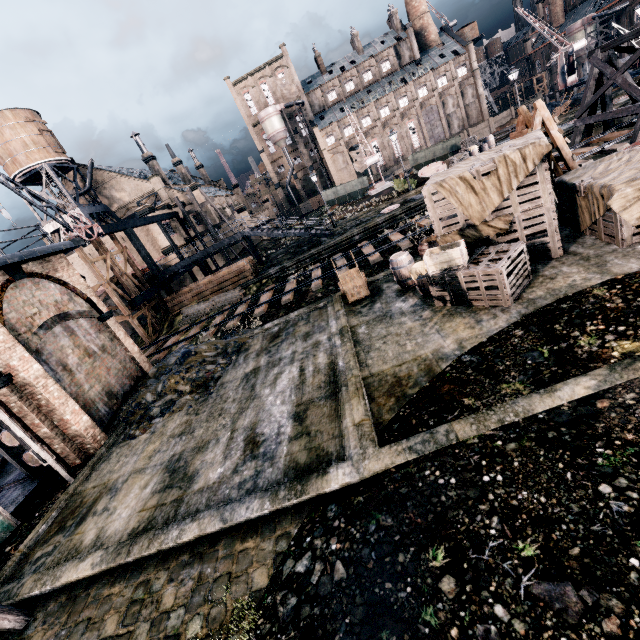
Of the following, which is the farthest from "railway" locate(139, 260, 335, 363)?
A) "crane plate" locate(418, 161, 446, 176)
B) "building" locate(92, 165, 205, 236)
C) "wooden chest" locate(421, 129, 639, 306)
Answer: "crane plate" locate(418, 161, 446, 176)

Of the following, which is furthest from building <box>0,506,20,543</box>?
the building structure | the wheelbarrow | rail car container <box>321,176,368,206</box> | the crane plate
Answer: the crane plate

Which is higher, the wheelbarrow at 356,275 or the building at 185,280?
the building at 185,280

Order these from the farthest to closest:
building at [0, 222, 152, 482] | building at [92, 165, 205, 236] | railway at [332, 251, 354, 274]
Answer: building at [92, 165, 205, 236] → railway at [332, 251, 354, 274] → building at [0, 222, 152, 482]

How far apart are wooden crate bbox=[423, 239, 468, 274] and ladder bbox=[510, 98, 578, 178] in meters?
5.3 m

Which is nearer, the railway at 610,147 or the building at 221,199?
the railway at 610,147

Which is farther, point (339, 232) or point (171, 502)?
point (339, 232)

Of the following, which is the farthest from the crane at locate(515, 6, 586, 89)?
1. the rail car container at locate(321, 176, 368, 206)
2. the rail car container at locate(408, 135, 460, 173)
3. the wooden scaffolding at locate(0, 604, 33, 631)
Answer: the wooden scaffolding at locate(0, 604, 33, 631)
